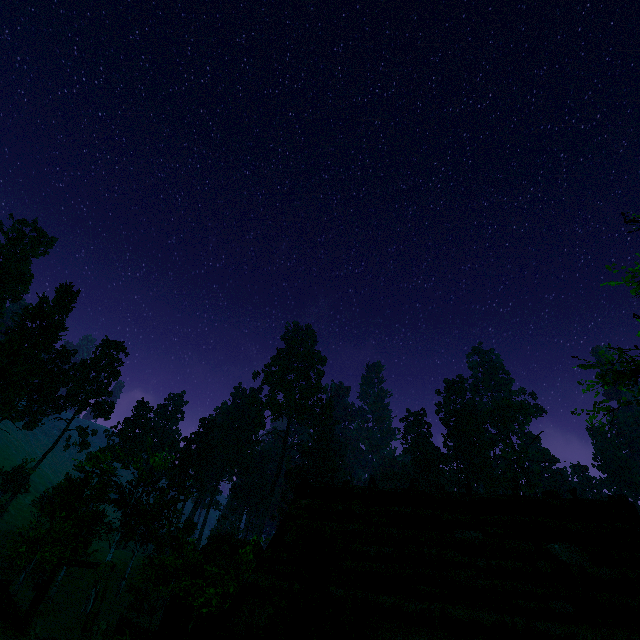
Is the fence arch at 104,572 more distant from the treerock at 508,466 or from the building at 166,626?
the treerock at 508,466

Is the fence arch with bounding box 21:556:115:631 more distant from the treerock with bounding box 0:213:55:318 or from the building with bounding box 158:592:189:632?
the treerock with bounding box 0:213:55:318

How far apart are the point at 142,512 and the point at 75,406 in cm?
3200

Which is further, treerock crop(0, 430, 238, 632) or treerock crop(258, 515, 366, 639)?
treerock crop(0, 430, 238, 632)

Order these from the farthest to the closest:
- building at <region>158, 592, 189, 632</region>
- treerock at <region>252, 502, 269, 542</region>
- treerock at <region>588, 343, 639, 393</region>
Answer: building at <region>158, 592, 189, 632</region> → treerock at <region>252, 502, 269, 542</region> → treerock at <region>588, 343, 639, 393</region>

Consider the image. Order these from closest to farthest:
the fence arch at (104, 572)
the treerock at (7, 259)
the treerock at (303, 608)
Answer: the treerock at (303, 608) < the fence arch at (104, 572) < the treerock at (7, 259)

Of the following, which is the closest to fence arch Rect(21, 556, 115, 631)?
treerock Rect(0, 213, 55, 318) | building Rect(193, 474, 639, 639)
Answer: building Rect(193, 474, 639, 639)
